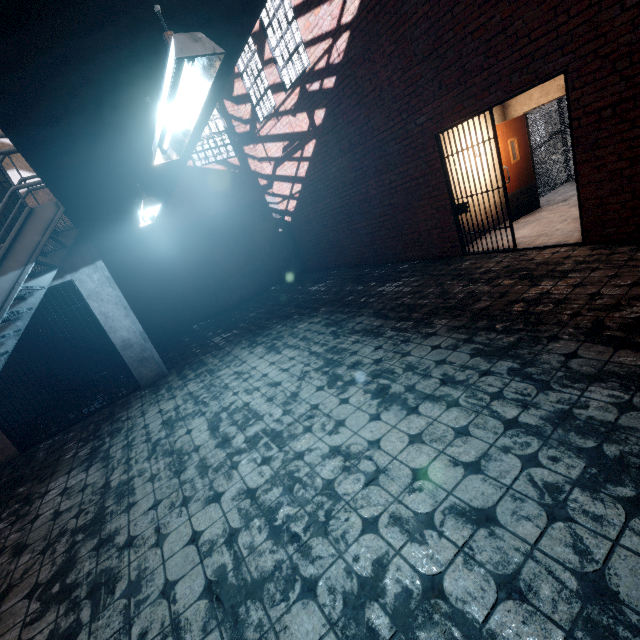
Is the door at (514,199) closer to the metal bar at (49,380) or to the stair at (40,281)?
the stair at (40,281)

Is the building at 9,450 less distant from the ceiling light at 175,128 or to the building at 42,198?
the building at 42,198

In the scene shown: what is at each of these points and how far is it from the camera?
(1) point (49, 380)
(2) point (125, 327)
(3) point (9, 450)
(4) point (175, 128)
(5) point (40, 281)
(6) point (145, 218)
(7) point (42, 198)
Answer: (1) metal bar, 5.70m
(2) building, 6.22m
(3) building, 5.50m
(4) ceiling light, 1.96m
(5) stair, 4.41m
(6) ceiling light, 4.22m
(7) building, 5.43m

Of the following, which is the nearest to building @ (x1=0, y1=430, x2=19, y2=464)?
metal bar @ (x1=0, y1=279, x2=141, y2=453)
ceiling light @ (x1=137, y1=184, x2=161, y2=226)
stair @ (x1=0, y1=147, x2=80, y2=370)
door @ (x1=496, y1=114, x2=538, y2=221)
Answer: metal bar @ (x1=0, y1=279, x2=141, y2=453)

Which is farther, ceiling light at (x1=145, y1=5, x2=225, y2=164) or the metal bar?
the metal bar

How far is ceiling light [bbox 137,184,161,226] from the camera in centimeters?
346cm

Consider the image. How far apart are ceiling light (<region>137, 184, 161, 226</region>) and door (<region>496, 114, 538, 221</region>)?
7.19m

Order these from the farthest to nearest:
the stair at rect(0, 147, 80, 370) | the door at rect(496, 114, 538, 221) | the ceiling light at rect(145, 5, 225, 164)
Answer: the door at rect(496, 114, 538, 221) < the stair at rect(0, 147, 80, 370) < the ceiling light at rect(145, 5, 225, 164)
